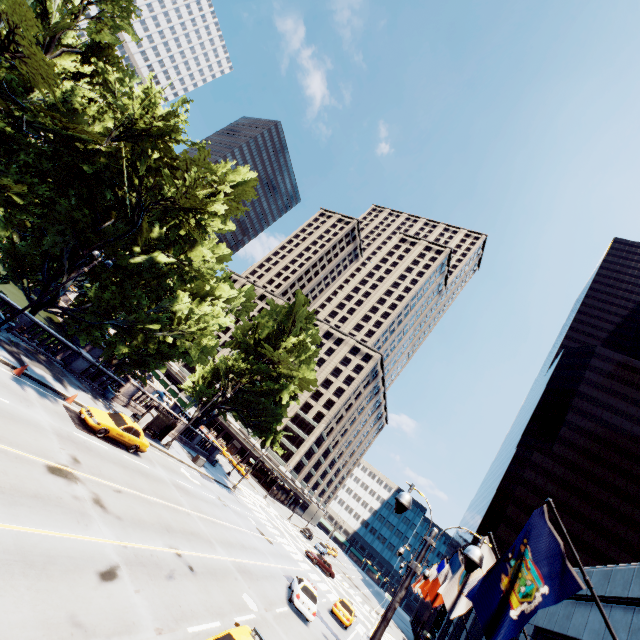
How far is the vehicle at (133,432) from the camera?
18.7 meters

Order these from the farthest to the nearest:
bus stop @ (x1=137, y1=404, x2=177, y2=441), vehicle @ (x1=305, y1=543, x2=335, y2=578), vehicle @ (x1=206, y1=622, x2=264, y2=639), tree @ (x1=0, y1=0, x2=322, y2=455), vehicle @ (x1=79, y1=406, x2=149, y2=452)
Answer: Result: vehicle @ (x1=305, y1=543, x2=335, y2=578) < bus stop @ (x1=137, y1=404, x2=177, y2=441) < vehicle @ (x1=79, y1=406, x2=149, y2=452) < tree @ (x1=0, y1=0, x2=322, y2=455) < vehicle @ (x1=206, y1=622, x2=264, y2=639)

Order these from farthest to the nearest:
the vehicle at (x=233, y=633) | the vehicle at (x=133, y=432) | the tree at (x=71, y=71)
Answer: the vehicle at (x=133, y=432), the tree at (x=71, y=71), the vehicle at (x=233, y=633)

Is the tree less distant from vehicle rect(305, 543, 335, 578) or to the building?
→ vehicle rect(305, 543, 335, 578)

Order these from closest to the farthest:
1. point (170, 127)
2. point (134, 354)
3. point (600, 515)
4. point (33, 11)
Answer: point (170, 127) → point (33, 11) → point (134, 354) → point (600, 515)

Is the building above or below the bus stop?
above

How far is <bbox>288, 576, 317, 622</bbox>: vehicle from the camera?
20.8 meters

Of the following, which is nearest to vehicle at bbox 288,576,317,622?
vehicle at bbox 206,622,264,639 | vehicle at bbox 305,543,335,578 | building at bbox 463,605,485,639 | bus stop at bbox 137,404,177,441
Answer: building at bbox 463,605,485,639
